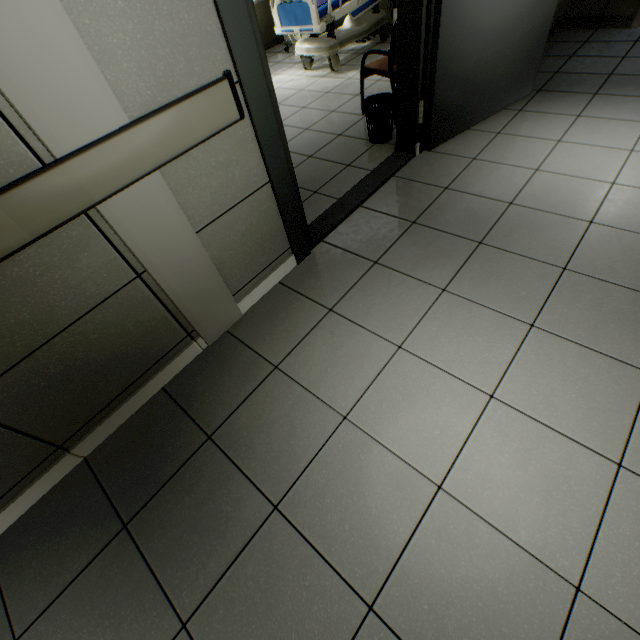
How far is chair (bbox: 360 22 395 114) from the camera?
3.0m

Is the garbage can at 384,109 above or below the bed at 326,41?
below

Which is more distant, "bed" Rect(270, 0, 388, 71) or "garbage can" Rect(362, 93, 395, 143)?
"bed" Rect(270, 0, 388, 71)

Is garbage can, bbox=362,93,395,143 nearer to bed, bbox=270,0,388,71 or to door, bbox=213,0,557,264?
door, bbox=213,0,557,264

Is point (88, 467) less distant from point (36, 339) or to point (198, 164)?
point (36, 339)

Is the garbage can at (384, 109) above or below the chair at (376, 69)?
below

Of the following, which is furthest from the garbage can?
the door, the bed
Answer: the bed

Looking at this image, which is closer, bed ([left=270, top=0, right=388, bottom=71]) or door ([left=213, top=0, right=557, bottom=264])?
door ([left=213, top=0, right=557, bottom=264])
